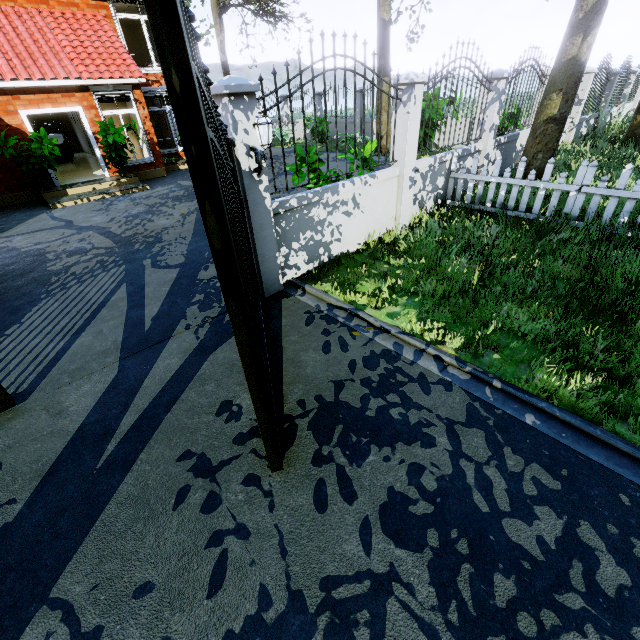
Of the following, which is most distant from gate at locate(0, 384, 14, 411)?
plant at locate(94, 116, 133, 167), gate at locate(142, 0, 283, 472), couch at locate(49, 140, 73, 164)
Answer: couch at locate(49, 140, 73, 164)

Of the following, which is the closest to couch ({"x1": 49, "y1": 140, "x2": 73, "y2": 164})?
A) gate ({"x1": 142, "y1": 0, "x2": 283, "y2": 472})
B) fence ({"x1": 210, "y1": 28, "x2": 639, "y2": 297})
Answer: fence ({"x1": 210, "y1": 28, "x2": 639, "y2": 297})

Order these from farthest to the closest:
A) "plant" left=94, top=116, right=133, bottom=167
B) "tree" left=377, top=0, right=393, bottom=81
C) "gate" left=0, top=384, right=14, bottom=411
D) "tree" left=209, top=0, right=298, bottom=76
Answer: "tree" left=209, top=0, right=298, bottom=76
"tree" left=377, top=0, right=393, bottom=81
"plant" left=94, top=116, right=133, bottom=167
"gate" left=0, top=384, right=14, bottom=411

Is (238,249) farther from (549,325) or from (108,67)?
(108,67)

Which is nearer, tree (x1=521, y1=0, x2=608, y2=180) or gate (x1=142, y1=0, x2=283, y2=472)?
gate (x1=142, y1=0, x2=283, y2=472)

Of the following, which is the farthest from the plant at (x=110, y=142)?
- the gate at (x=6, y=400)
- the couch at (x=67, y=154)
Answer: the gate at (x=6, y=400)

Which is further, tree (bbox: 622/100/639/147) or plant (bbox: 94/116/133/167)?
plant (bbox: 94/116/133/167)

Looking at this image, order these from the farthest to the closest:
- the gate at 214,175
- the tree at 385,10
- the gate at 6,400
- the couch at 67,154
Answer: the couch at 67,154
the tree at 385,10
the gate at 6,400
the gate at 214,175
